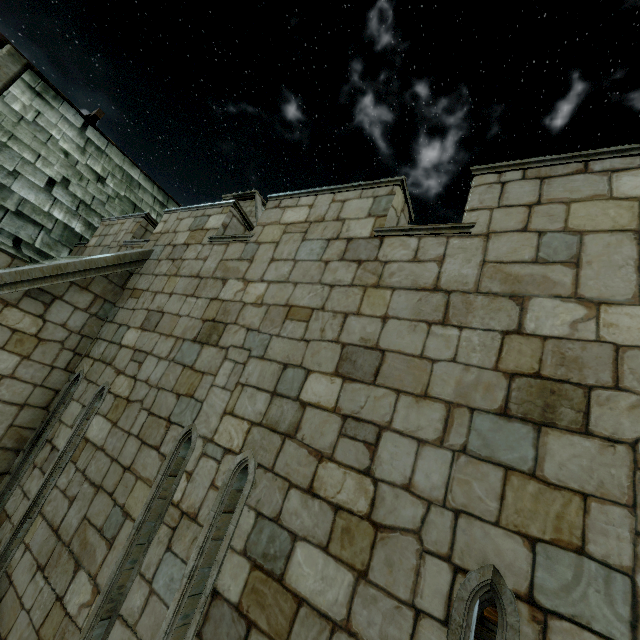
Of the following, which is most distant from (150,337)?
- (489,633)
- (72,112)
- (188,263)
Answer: (489,633)
